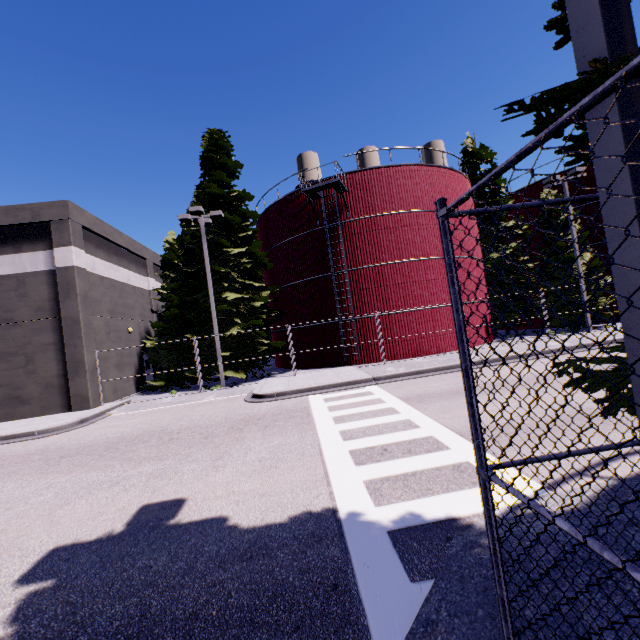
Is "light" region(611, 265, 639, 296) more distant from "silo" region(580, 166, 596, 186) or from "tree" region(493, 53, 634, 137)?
"silo" region(580, 166, 596, 186)

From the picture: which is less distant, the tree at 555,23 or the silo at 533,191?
the tree at 555,23

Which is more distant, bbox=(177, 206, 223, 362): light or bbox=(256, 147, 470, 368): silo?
bbox=(256, 147, 470, 368): silo

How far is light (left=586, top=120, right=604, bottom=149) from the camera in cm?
171

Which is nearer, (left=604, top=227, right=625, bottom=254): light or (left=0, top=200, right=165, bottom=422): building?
(left=604, top=227, right=625, bottom=254): light

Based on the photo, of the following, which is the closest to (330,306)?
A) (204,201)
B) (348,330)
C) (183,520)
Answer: (348,330)

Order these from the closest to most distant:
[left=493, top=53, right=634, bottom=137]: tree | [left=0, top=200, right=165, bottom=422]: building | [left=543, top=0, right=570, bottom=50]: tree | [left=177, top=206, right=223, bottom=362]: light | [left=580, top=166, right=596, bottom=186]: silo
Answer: [left=493, top=53, right=634, bottom=137]: tree → [left=543, top=0, right=570, bottom=50]: tree → [left=0, top=200, right=165, bottom=422]: building → [left=177, top=206, right=223, bottom=362]: light → [left=580, top=166, right=596, bottom=186]: silo

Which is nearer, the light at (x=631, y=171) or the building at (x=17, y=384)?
the light at (x=631, y=171)
